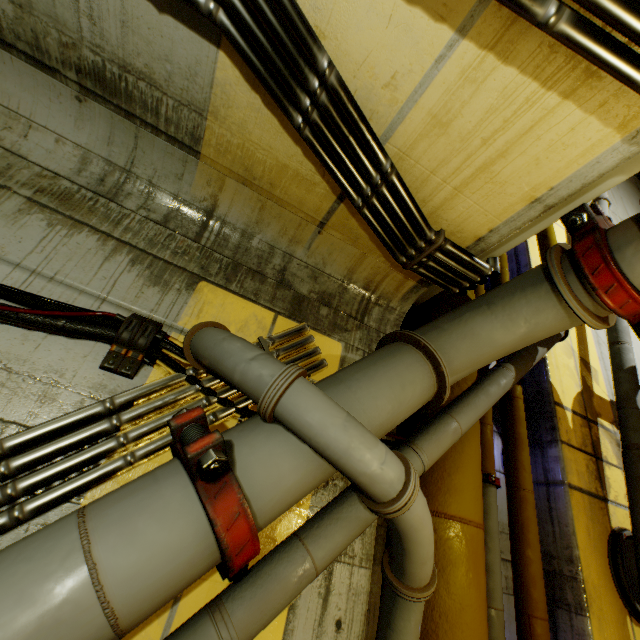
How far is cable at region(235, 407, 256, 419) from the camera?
2.2 meters

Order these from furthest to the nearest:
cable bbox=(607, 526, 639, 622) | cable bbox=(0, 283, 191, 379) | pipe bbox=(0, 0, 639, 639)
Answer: cable bbox=(607, 526, 639, 622) → cable bbox=(0, 283, 191, 379) → pipe bbox=(0, 0, 639, 639)

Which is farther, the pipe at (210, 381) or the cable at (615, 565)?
the cable at (615, 565)

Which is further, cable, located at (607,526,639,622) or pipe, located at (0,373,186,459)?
cable, located at (607,526,639,622)

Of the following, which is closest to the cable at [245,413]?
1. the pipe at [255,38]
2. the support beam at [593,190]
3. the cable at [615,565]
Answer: the pipe at [255,38]

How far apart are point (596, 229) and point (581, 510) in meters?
3.2

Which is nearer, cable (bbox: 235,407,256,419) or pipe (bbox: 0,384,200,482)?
pipe (bbox: 0,384,200,482)

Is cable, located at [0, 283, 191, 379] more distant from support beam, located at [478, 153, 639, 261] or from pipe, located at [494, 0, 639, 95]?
support beam, located at [478, 153, 639, 261]
